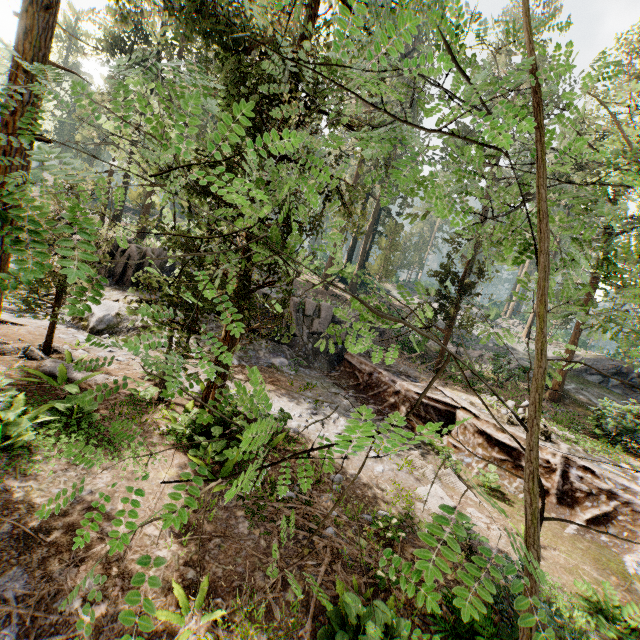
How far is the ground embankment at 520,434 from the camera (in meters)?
12.24

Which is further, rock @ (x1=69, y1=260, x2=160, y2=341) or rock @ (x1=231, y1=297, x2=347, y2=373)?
rock @ (x1=231, y1=297, x2=347, y2=373)

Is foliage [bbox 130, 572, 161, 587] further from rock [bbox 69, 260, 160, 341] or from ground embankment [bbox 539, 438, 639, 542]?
rock [bbox 69, 260, 160, 341]

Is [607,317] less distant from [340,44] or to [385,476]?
[340,44]

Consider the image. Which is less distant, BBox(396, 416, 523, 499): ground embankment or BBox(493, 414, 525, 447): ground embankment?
BBox(396, 416, 523, 499): ground embankment

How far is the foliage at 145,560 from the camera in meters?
1.3
